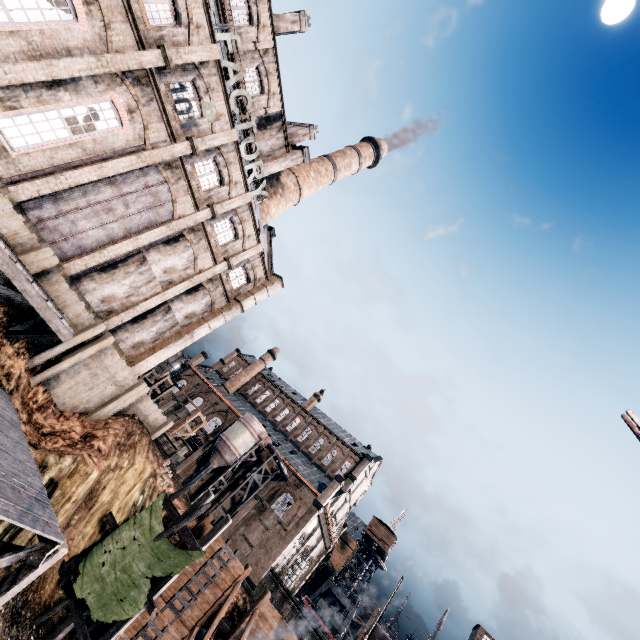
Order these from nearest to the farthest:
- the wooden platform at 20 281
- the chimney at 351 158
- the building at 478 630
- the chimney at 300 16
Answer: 1. the wooden platform at 20 281
2. the chimney at 300 16
3. the chimney at 351 158
4. the building at 478 630

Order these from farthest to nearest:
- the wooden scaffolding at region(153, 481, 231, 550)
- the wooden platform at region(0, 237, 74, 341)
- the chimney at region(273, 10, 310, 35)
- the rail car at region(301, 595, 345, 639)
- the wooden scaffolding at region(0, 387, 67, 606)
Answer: the rail car at region(301, 595, 345, 639)
the chimney at region(273, 10, 310, 35)
the wooden scaffolding at region(153, 481, 231, 550)
the wooden platform at region(0, 237, 74, 341)
the wooden scaffolding at region(0, 387, 67, 606)

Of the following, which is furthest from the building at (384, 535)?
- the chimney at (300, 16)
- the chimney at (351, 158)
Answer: the chimney at (300, 16)

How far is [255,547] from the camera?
39.8 meters

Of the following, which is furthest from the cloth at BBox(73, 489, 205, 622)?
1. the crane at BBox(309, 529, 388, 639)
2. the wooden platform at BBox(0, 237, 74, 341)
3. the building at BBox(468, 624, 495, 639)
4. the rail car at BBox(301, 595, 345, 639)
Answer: the building at BBox(468, 624, 495, 639)

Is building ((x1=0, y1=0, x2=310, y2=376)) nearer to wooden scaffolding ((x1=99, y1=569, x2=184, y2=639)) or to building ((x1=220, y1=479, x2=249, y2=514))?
wooden scaffolding ((x1=99, y1=569, x2=184, y2=639))

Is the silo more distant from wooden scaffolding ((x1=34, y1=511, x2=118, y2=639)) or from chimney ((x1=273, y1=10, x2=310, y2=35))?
chimney ((x1=273, y1=10, x2=310, y2=35))

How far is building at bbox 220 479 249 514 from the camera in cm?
4319
